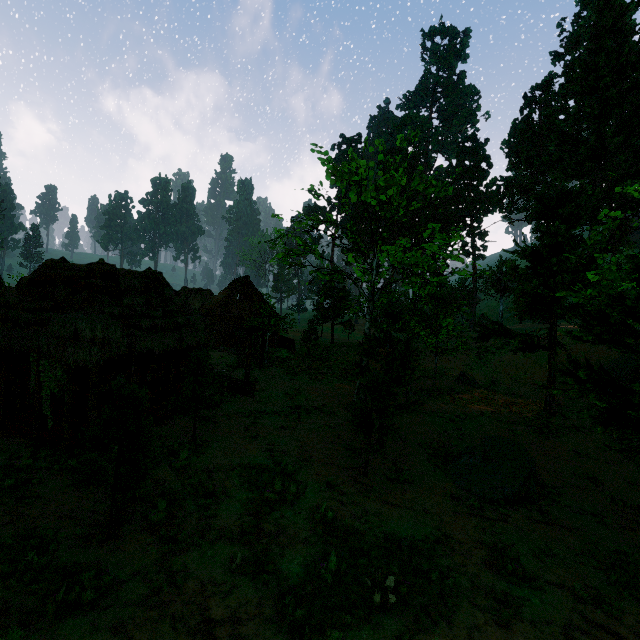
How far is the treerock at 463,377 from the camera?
24.4 meters

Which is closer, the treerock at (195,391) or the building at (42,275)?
the building at (42,275)

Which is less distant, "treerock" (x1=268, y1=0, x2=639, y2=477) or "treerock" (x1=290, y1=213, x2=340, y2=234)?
"treerock" (x1=268, y1=0, x2=639, y2=477)

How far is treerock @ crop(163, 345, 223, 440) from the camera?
11.9m

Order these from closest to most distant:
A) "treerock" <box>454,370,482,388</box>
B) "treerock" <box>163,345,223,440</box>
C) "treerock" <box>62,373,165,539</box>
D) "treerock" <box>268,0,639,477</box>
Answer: "treerock" <box>62,373,165,539</box> < "treerock" <box>268,0,639,477</box> < "treerock" <box>163,345,223,440</box> < "treerock" <box>454,370,482,388</box>

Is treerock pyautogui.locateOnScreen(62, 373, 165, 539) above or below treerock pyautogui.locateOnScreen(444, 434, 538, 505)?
above

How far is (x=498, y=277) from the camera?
42.6m
